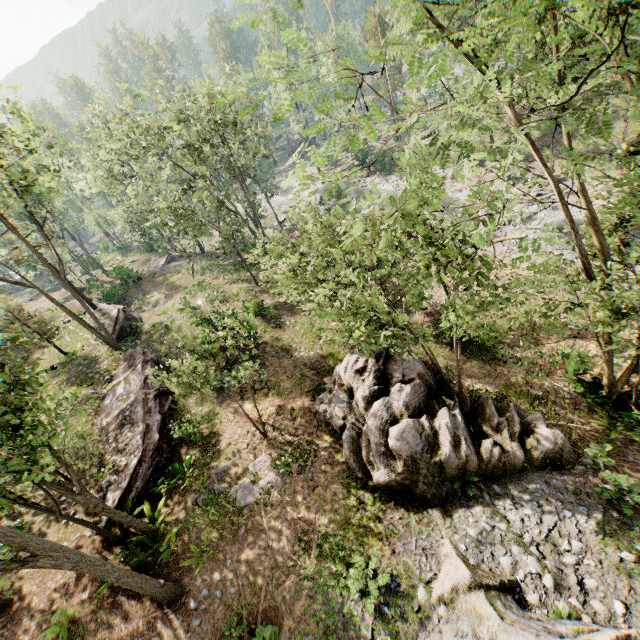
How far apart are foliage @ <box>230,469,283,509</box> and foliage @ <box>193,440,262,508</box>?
0.1 meters

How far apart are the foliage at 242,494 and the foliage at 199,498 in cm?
14

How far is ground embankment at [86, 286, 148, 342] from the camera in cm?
2625

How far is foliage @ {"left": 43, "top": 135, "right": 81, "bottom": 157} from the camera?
16.4m

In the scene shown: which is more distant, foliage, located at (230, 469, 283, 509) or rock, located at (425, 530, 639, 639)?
foliage, located at (230, 469, 283, 509)

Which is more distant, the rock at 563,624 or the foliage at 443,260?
the rock at 563,624

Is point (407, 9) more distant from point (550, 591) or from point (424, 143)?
point (424, 143)

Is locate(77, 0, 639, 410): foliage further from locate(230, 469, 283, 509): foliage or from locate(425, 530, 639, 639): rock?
locate(230, 469, 283, 509): foliage
